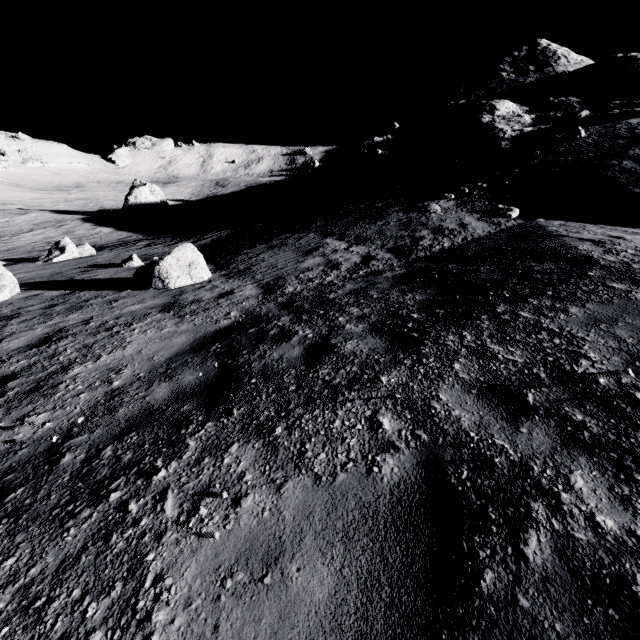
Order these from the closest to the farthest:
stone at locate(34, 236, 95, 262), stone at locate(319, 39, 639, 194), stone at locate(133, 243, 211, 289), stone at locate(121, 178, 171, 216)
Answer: stone at locate(133, 243, 211, 289) → stone at locate(34, 236, 95, 262) → stone at locate(319, 39, 639, 194) → stone at locate(121, 178, 171, 216)

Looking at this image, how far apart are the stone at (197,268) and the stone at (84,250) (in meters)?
10.04

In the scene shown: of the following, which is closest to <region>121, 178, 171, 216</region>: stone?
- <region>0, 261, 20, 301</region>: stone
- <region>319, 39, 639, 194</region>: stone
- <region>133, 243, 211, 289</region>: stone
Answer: <region>319, 39, 639, 194</region>: stone

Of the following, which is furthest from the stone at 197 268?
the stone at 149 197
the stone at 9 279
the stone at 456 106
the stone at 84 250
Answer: the stone at 149 197

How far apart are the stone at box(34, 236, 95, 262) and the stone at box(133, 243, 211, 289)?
10.04m

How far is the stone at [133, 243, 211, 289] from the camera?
8.3m

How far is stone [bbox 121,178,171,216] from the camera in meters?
33.9 m

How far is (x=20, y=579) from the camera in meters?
1.8 m
